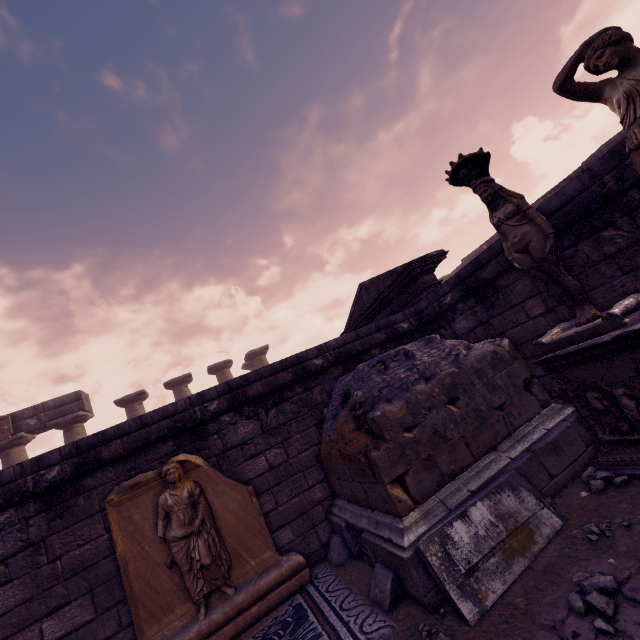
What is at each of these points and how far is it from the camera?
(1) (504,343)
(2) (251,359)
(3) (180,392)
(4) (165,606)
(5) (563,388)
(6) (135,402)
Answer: (1) building debris, 3.9 meters
(2) column, 18.4 meters
(3) column, 16.2 meters
(4) relief sculpture, 3.4 meters
(5) pedestal, 3.1 meters
(6) column, 15.5 meters

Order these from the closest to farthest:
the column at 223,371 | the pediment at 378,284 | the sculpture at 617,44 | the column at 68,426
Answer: the sculpture at 617,44, the pediment at 378,284, the column at 68,426, the column at 223,371

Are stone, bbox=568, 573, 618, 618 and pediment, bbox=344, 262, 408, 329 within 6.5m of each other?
yes

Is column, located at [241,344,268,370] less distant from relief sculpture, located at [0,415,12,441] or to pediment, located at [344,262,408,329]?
pediment, located at [344,262,408,329]

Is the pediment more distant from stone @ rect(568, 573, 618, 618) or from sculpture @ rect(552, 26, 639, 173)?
stone @ rect(568, 573, 618, 618)

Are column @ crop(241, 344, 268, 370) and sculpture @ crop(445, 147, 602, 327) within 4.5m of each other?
no

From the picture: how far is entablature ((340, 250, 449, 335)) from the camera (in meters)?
6.14

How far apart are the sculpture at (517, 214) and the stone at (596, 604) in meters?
2.1 m
